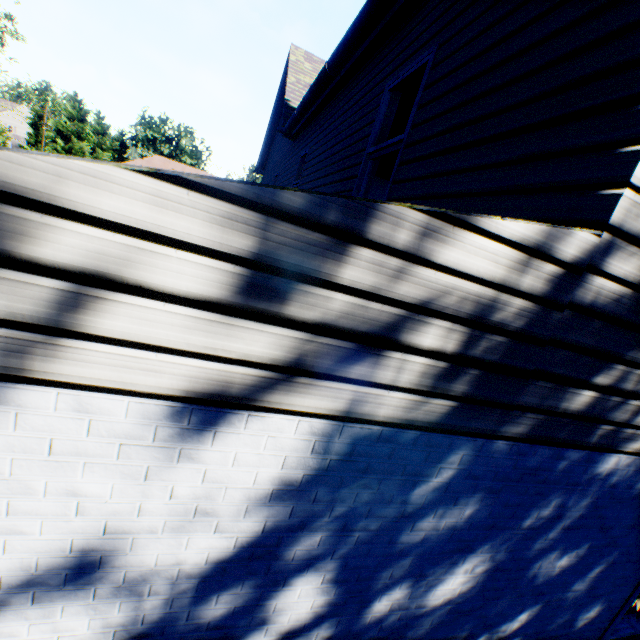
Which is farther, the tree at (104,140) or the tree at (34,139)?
the tree at (34,139)

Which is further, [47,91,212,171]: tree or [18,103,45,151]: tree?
[18,103,45,151]: tree

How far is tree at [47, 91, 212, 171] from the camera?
33.2 meters

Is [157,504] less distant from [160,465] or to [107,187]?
[160,465]

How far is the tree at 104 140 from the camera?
33.25m
